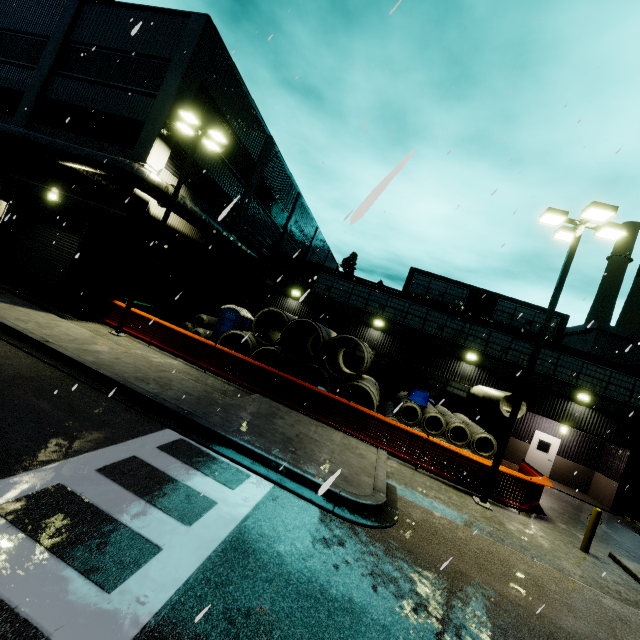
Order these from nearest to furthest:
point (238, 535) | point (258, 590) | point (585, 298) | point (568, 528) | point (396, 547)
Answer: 1. point (258, 590)
2. point (238, 535)
3. point (585, 298)
4. point (396, 547)
5. point (568, 528)

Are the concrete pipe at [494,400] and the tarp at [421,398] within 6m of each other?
yes

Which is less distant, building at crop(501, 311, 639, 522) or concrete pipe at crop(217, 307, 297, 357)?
concrete pipe at crop(217, 307, 297, 357)

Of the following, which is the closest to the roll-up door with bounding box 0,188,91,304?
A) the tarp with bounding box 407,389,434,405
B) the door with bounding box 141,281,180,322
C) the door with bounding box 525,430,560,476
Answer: the door with bounding box 141,281,180,322

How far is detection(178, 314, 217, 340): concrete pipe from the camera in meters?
19.4

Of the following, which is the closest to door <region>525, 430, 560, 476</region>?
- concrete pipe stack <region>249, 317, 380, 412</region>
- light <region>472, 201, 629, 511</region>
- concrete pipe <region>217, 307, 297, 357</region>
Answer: concrete pipe stack <region>249, 317, 380, 412</region>

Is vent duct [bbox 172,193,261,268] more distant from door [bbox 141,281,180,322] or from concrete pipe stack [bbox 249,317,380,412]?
door [bbox 141,281,180,322]

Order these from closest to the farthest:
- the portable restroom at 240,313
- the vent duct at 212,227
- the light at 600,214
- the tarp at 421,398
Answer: the light at 600,214 → the tarp at 421,398 → the vent duct at 212,227 → the portable restroom at 240,313
